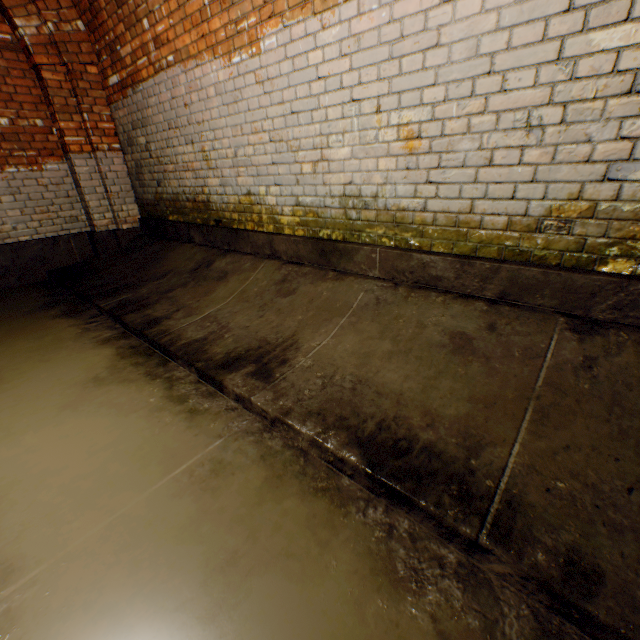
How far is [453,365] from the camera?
1.8 meters
